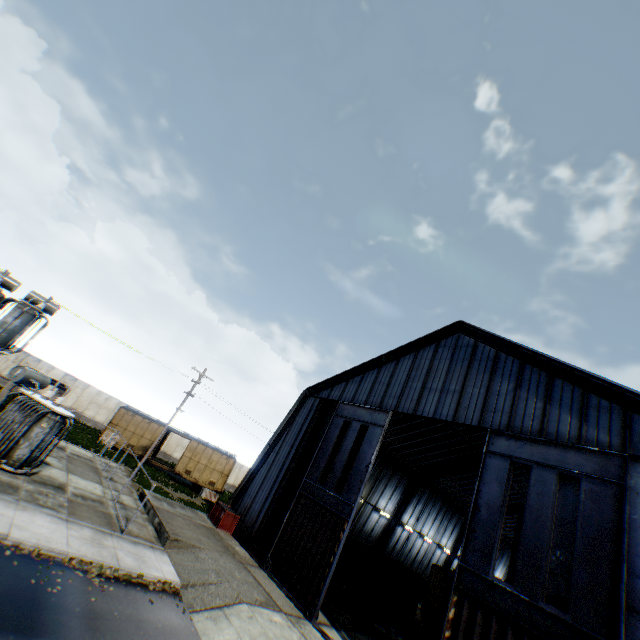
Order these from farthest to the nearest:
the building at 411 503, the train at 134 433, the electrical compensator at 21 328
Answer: the train at 134 433 → the electrical compensator at 21 328 → the building at 411 503

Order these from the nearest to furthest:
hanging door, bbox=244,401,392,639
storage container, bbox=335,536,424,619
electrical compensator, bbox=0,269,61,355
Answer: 1. hanging door, bbox=244,401,392,639
2. electrical compensator, bbox=0,269,61,355
3. storage container, bbox=335,536,424,619

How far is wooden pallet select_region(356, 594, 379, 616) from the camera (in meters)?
20.59

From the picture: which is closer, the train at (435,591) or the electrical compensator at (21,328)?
the electrical compensator at (21,328)

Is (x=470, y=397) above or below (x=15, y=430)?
above

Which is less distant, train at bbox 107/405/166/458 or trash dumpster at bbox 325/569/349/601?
trash dumpster at bbox 325/569/349/601

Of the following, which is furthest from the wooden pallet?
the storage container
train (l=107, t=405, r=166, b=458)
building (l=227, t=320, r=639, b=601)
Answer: train (l=107, t=405, r=166, b=458)

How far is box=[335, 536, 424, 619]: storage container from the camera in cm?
2231
